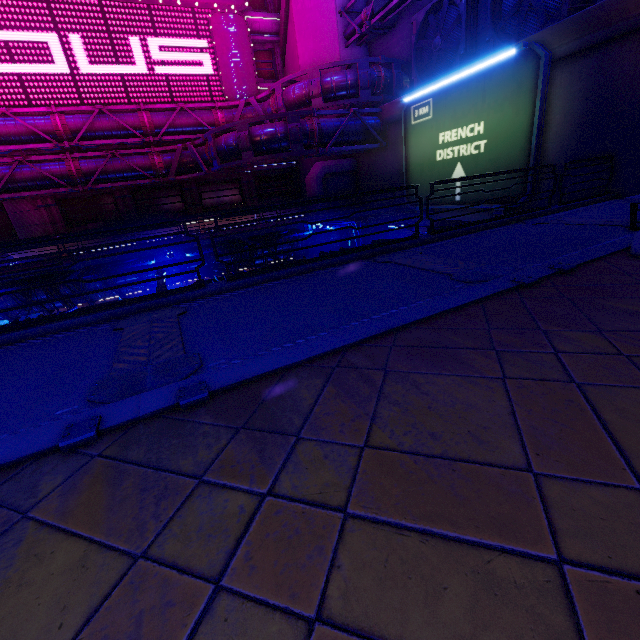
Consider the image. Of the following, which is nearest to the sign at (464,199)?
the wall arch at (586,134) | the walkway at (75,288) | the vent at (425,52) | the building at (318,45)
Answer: the wall arch at (586,134)

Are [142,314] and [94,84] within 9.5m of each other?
no

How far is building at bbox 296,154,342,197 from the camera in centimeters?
2639cm

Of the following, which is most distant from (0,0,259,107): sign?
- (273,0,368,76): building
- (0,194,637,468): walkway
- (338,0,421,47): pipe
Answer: (0,194,637,468): walkway

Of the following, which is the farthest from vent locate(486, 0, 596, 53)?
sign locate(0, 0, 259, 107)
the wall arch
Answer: sign locate(0, 0, 259, 107)

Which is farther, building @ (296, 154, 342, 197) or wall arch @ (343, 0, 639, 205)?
building @ (296, 154, 342, 197)

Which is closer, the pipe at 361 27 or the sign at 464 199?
the sign at 464 199

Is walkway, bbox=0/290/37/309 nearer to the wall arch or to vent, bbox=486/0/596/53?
the wall arch
